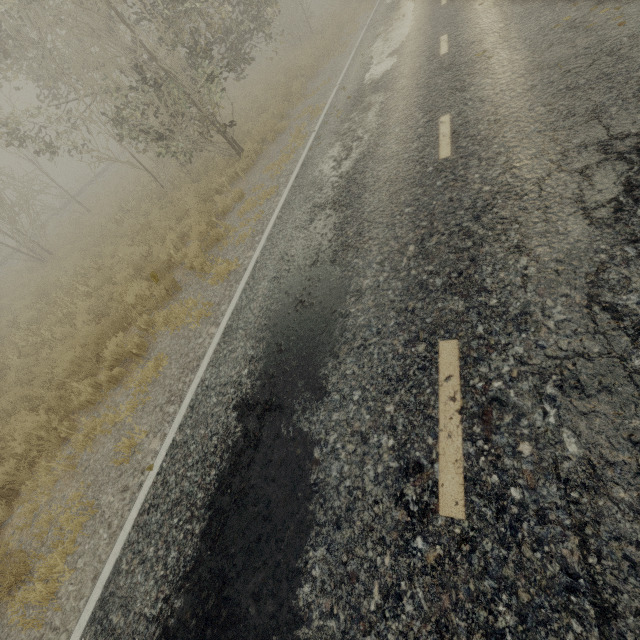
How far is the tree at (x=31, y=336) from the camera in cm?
898

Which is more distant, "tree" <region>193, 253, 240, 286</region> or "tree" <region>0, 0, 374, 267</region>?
"tree" <region>0, 0, 374, 267</region>

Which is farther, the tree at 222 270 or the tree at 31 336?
the tree at 31 336

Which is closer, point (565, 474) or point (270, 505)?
point (565, 474)

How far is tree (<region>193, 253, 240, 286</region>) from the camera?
6.71m

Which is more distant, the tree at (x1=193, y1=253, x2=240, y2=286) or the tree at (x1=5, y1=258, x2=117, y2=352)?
the tree at (x1=5, y1=258, x2=117, y2=352)

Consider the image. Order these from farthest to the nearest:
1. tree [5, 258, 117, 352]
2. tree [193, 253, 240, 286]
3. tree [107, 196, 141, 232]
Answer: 1. tree [107, 196, 141, 232]
2. tree [5, 258, 117, 352]
3. tree [193, 253, 240, 286]
